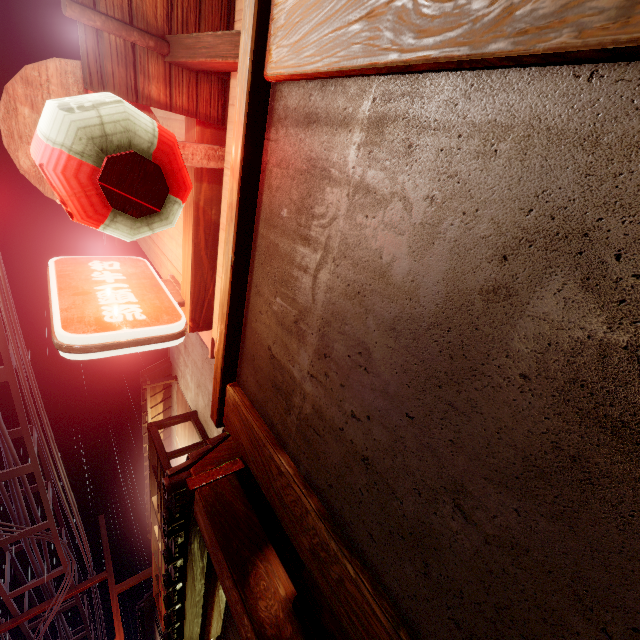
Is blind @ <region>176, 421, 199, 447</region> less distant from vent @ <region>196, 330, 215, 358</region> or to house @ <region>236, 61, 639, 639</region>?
vent @ <region>196, 330, 215, 358</region>

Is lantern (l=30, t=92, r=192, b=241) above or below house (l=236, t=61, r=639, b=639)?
above

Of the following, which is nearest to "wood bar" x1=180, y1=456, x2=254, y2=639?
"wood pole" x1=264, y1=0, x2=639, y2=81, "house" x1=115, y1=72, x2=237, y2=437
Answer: "house" x1=115, y1=72, x2=237, y2=437

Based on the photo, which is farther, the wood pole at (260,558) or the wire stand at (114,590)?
the wire stand at (114,590)

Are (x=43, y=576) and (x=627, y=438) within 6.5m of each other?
no

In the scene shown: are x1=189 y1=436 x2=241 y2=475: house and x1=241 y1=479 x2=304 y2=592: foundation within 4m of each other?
yes

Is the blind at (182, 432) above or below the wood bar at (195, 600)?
above

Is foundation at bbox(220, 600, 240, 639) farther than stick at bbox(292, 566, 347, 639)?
Yes
